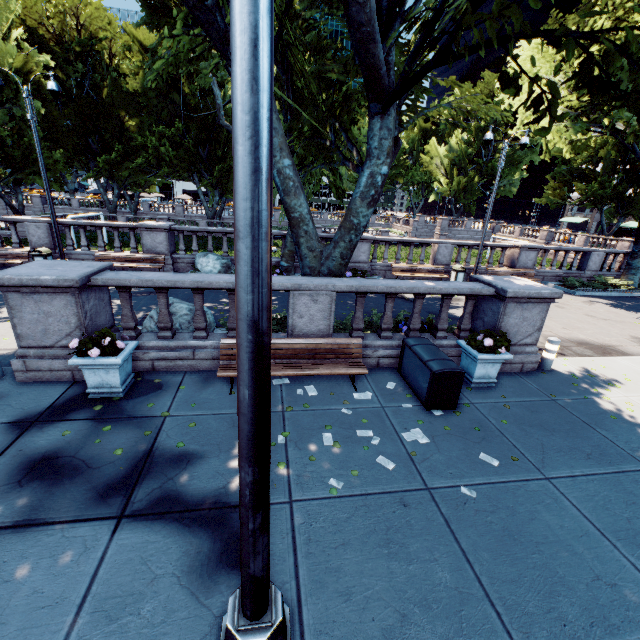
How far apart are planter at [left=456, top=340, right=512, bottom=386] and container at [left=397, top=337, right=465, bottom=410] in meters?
0.7 m

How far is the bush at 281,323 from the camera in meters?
8.6

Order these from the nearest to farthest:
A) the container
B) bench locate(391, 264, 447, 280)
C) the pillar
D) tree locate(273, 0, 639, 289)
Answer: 1. tree locate(273, 0, 639, 289)
2. the container
3. the pillar
4. bench locate(391, 264, 447, 280)

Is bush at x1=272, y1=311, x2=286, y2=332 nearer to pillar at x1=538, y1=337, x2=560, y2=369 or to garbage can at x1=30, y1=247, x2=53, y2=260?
pillar at x1=538, y1=337, x2=560, y2=369

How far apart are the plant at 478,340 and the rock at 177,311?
6.18m

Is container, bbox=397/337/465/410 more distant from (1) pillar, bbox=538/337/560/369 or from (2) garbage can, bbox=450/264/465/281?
(2) garbage can, bbox=450/264/465/281

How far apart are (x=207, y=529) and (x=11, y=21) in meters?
43.5

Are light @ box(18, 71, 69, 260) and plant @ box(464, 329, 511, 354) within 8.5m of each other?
no
